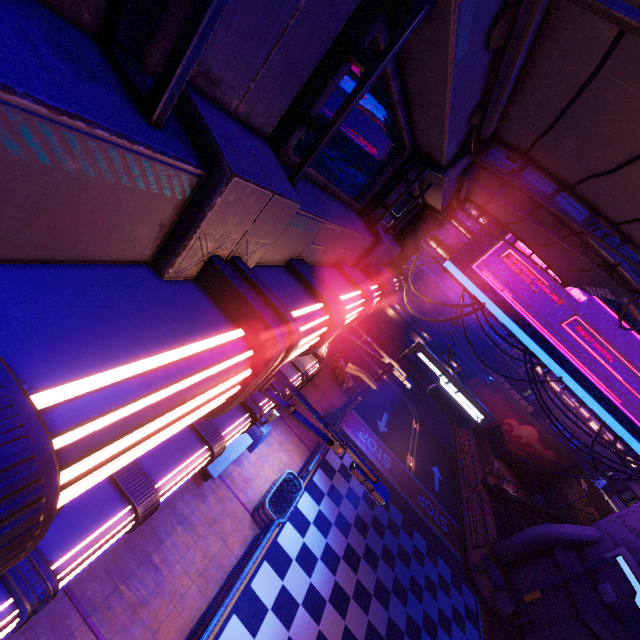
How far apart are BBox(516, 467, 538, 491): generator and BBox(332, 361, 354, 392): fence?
27.23m

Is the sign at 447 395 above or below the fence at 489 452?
above

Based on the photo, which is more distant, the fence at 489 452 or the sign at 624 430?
the fence at 489 452

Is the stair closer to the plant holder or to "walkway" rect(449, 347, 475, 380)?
"walkway" rect(449, 347, 475, 380)

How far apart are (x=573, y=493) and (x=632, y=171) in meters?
42.0 m

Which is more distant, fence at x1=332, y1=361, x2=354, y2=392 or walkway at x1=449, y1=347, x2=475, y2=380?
walkway at x1=449, y1=347, x2=475, y2=380

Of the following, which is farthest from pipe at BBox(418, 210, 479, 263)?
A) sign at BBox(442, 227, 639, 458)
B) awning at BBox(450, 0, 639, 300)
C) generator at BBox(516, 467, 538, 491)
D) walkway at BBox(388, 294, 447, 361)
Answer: generator at BBox(516, 467, 538, 491)

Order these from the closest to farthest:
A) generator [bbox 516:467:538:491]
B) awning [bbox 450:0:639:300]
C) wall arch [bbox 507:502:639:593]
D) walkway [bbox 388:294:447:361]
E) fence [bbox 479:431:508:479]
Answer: awning [bbox 450:0:639:300] → wall arch [bbox 507:502:639:593] → fence [bbox 479:431:508:479] → generator [bbox 516:467:538:491] → walkway [bbox 388:294:447:361]
